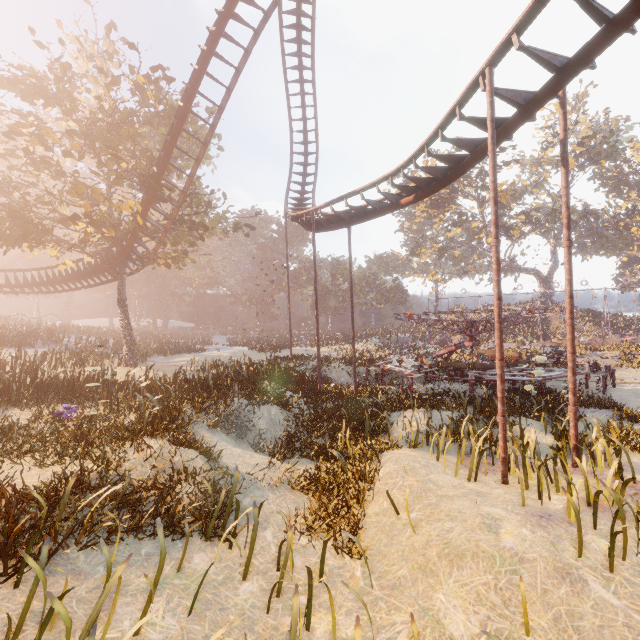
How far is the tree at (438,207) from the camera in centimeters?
3992cm

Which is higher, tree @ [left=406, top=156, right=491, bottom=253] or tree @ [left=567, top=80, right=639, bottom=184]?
tree @ [left=567, top=80, right=639, bottom=184]

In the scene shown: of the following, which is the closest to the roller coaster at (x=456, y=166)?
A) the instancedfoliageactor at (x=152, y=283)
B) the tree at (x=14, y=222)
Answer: the tree at (x=14, y=222)

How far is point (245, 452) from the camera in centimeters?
943cm

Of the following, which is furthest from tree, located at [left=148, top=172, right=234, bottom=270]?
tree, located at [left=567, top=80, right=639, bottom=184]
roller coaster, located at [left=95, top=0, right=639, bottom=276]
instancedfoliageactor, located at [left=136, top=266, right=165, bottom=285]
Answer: tree, located at [left=567, top=80, right=639, bottom=184]

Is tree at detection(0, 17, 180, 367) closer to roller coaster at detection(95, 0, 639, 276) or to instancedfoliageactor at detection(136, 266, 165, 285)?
roller coaster at detection(95, 0, 639, 276)

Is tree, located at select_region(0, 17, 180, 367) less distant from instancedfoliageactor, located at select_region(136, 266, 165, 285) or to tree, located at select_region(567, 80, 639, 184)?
instancedfoliageactor, located at select_region(136, 266, 165, 285)

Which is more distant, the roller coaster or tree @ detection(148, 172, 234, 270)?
tree @ detection(148, 172, 234, 270)
